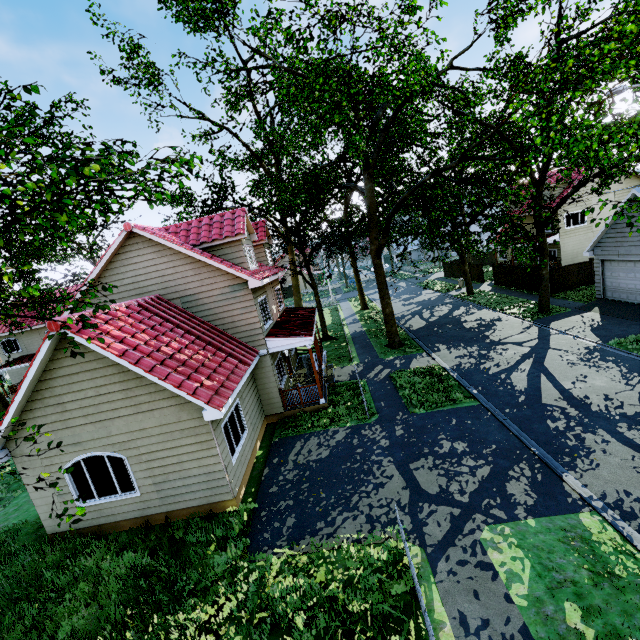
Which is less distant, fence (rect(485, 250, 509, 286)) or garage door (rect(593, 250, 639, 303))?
garage door (rect(593, 250, 639, 303))

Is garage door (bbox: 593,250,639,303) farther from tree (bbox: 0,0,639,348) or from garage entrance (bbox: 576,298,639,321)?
tree (bbox: 0,0,639,348)

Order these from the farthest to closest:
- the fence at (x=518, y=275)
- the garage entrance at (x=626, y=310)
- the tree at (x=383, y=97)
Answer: the fence at (x=518, y=275) < the garage entrance at (x=626, y=310) < the tree at (x=383, y=97)

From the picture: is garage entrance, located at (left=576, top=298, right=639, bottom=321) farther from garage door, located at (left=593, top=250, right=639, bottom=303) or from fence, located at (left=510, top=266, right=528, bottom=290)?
fence, located at (left=510, top=266, right=528, bottom=290)

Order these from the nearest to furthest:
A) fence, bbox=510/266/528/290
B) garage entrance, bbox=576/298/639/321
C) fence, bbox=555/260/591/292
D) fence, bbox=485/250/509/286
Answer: garage entrance, bbox=576/298/639/321, fence, bbox=555/260/591/292, fence, bbox=510/266/528/290, fence, bbox=485/250/509/286

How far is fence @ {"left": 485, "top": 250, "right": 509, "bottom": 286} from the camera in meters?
30.2

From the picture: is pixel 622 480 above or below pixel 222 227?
below

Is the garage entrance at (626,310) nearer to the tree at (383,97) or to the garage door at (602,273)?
the garage door at (602,273)
